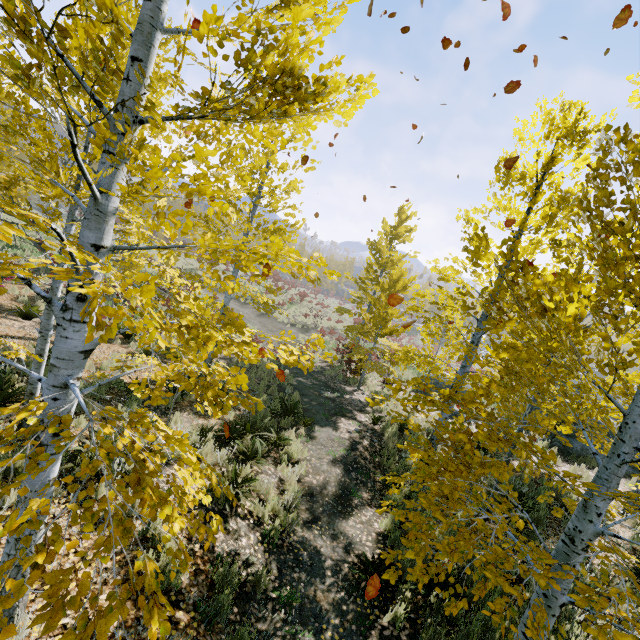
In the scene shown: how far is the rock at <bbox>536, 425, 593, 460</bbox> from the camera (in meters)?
12.88

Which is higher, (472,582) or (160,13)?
(160,13)

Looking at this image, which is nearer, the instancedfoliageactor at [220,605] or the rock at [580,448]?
the instancedfoliageactor at [220,605]

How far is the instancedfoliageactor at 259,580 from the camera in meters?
4.4 m

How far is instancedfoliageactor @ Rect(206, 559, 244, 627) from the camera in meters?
3.7

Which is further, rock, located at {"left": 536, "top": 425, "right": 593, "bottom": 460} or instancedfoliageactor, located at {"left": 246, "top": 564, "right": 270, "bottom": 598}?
rock, located at {"left": 536, "top": 425, "right": 593, "bottom": 460}

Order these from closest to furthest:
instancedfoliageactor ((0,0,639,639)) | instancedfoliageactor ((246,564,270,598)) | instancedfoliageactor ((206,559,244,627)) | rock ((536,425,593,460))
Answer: instancedfoliageactor ((0,0,639,639)), instancedfoliageactor ((206,559,244,627)), instancedfoliageactor ((246,564,270,598)), rock ((536,425,593,460))
